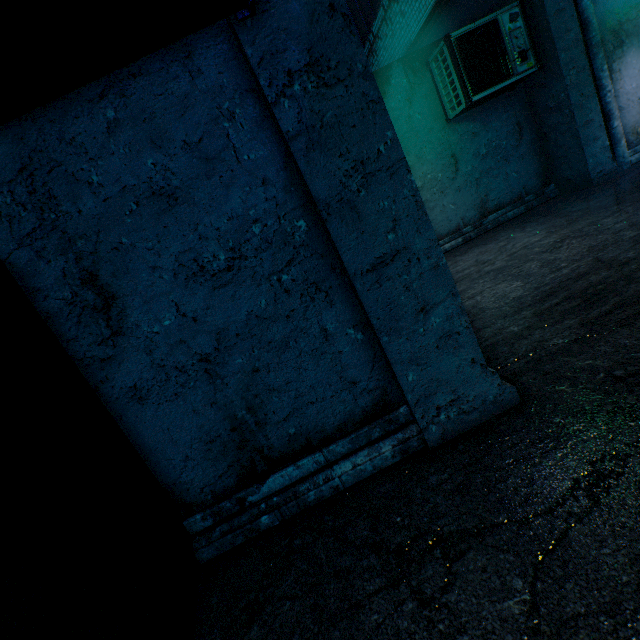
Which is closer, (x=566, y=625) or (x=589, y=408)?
(x=566, y=625)

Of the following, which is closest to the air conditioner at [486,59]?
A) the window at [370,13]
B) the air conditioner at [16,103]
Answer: the window at [370,13]

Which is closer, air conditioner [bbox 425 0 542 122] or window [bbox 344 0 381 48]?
air conditioner [bbox 425 0 542 122]

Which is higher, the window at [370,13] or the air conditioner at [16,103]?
the window at [370,13]

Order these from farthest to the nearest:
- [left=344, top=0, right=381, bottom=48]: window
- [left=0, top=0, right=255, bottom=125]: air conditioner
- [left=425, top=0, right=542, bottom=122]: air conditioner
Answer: [left=344, top=0, right=381, bottom=48]: window < [left=425, top=0, right=542, bottom=122]: air conditioner < [left=0, top=0, right=255, bottom=125]: air conditioner

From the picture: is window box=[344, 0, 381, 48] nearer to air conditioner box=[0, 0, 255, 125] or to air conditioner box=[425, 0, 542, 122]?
air conditioner box=[425, 0, 542, 122]

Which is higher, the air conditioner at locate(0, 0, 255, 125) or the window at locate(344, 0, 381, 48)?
the window at locate(344, 0, 381, 48)
